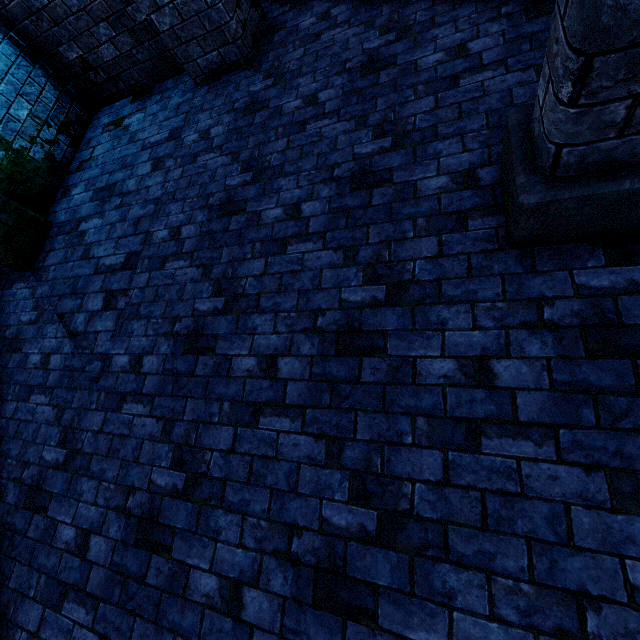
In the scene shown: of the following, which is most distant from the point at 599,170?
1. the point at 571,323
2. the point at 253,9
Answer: the point at 253,9

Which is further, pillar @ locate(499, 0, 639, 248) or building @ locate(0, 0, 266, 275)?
building @ locate(0, 0, 266, 275)

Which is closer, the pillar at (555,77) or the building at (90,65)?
the pillar at (555,77)
